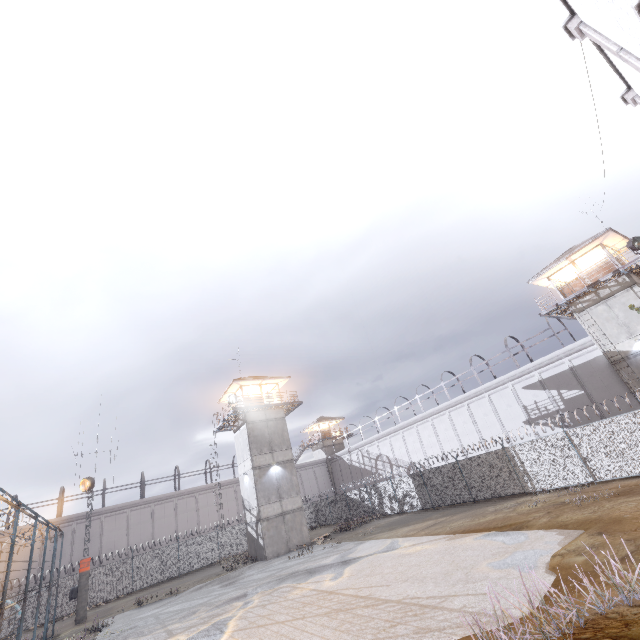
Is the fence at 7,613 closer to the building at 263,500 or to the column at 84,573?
the column at 84,573

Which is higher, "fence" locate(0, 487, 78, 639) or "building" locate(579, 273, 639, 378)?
"building" locate(579, 273, 639, 378)

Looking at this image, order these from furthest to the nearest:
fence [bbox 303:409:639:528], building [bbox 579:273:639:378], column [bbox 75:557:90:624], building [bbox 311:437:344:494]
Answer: building [bbox 311:437:344:494] < column [bbox 75:557:90:624] < building [bbox 579:273:639:378] < fence [bbox 303:409:639:528]

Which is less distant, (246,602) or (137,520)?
(246,602)

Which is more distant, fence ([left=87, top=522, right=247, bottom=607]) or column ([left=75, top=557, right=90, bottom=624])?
fence ([left=87, top=522, right=247, bottom=607])

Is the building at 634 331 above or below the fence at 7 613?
above

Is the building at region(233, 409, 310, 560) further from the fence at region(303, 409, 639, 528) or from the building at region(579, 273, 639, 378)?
the building at region(579, 273, 639, 378)

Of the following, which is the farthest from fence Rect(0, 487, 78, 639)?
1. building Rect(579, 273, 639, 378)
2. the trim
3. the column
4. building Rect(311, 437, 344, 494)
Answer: building Rect(311, 437, 344, 494)
